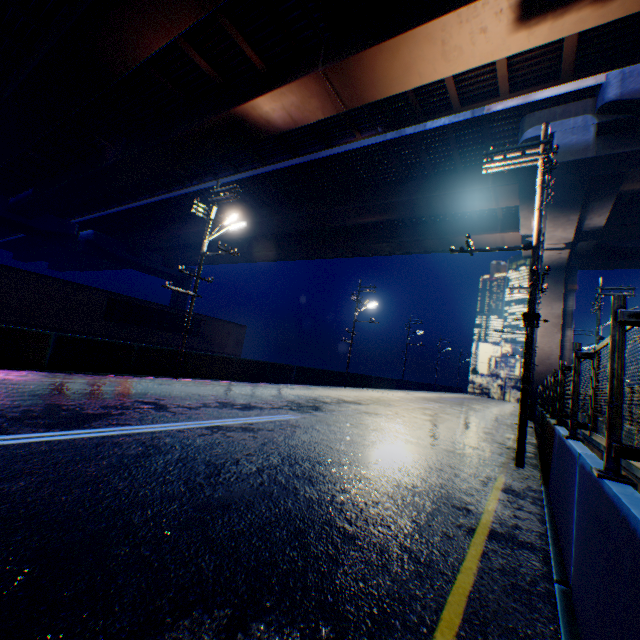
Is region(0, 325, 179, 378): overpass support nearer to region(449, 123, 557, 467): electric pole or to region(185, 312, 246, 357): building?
region(449, 123, 557, 467): electric pole

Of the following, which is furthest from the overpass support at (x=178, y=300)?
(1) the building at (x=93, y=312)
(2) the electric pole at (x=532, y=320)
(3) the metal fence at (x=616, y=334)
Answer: (1) the building at (x=93, y=312)

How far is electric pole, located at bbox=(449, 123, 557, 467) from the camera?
8.4 meters

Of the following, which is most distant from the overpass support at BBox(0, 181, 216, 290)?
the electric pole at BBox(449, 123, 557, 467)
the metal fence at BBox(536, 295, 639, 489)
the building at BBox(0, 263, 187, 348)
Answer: the building at BBox(0, 263, 187, 348)

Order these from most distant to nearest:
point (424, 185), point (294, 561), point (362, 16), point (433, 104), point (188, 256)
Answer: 1. point (188, 256)
2. point (424, 185)
3. point (433, 104)
4. point (362, 16)
5. point (294, 561)

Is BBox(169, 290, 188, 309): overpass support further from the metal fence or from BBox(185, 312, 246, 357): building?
BBox(185, 312, 246, 357): building

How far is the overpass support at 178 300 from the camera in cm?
5378

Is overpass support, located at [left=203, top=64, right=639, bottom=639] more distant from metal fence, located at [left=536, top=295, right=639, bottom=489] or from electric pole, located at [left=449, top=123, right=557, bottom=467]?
electric pole, located at [left=449, top=123, right=557, bottom=467]
